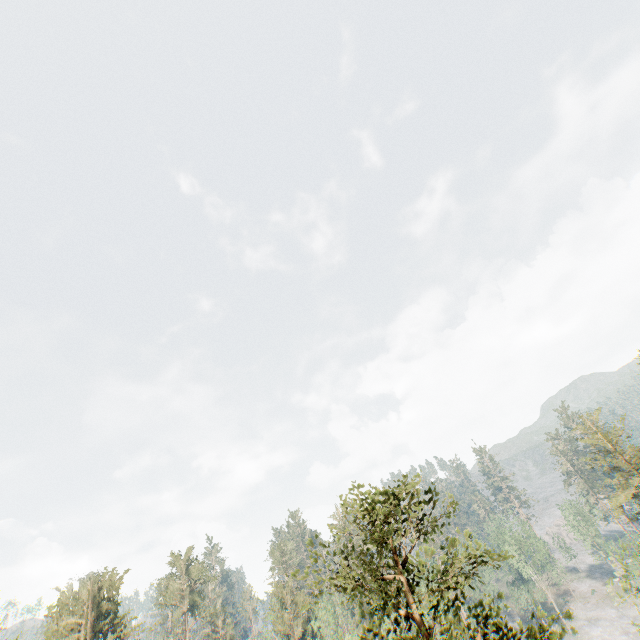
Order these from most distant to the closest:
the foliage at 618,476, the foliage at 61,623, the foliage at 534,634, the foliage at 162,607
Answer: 1. the foliage at 162,607
2. the foliage at 618,476
3. the foliage at 61,623
4. the foliage at 534,634

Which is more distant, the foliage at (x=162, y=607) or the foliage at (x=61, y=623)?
the foliage at (x=162, y=607)

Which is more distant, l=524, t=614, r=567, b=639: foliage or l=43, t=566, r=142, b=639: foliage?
l=43, t=566, r=142, b=639: foliage

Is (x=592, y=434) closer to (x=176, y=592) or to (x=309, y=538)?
(x=309, y=538)

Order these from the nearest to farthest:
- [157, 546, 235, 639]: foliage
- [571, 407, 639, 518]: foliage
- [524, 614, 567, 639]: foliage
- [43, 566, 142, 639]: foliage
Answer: [524, 614, 567, 639]: foliage → [43, 566, 142, 639]: foliage → [571, 407, 639, 518]: foliage → [157, 546, 235, 639]: foliage
